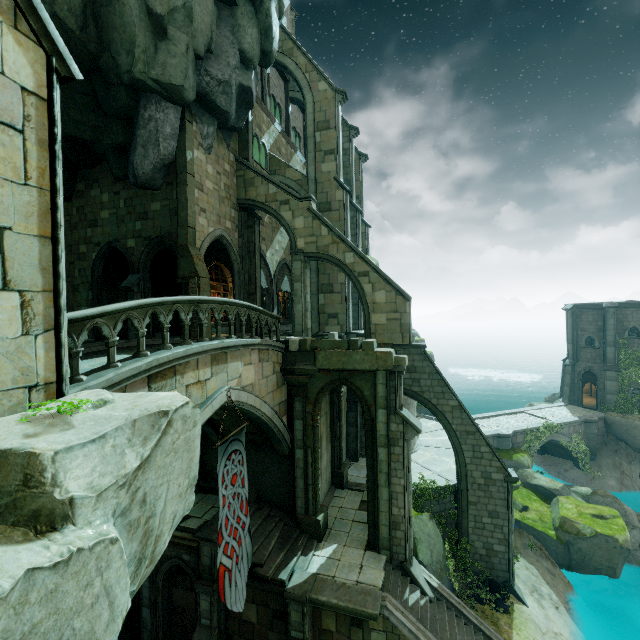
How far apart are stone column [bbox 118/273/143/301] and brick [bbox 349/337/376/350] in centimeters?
1010cm

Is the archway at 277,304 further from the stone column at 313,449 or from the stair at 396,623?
the stair at 396,623

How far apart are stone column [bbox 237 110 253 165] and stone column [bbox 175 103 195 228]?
3.70m

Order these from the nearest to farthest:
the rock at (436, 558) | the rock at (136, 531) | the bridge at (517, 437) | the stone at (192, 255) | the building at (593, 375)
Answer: the rock at (136, 531) → the rock at (436, 558) → the stone at (192, 255) → the bridge at (517, 437) → the building at (593, 375)

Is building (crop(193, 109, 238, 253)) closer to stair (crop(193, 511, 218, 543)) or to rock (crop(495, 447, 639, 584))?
stair (crop(193, 511, 218, 543))

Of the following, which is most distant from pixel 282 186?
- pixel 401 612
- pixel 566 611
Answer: pixel 566 611

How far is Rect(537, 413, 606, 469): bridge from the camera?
26.02m

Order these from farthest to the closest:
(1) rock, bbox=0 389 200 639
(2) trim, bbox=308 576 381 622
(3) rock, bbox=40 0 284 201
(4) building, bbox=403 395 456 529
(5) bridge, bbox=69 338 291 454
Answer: (4) building, bbox=403 395 456 529
(3) rock, bbox=40 0 284 201
(2) trim, bbox=308 576 381 622
(5) bridge, bbox=69 338 291 454
(1) rock, bbox=0 389 200 639
